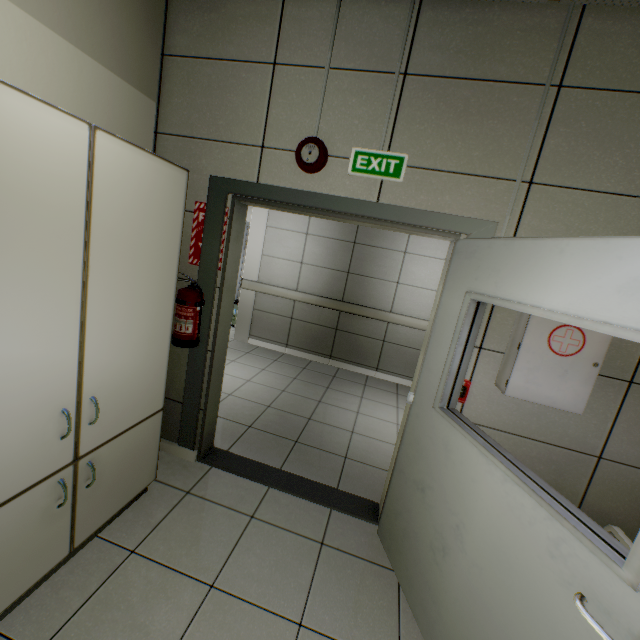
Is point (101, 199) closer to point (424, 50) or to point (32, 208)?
point (32, 208)

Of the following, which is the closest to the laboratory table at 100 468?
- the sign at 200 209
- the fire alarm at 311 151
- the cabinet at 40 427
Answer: the cabinet at 40 427

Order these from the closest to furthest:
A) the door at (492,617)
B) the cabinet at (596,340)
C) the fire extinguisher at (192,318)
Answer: the door at (492,617) < the cabinet at (596,340) < the fire extinguisher at (192,318)

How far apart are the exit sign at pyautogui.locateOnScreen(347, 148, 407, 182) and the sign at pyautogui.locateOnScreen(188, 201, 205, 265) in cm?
106

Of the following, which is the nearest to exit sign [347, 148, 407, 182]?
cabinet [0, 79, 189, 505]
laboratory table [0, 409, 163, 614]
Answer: cabinet [0, 79, 189, 505]

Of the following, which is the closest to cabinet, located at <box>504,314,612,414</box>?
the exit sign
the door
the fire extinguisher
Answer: the door

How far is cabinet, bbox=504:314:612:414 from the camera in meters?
1.7

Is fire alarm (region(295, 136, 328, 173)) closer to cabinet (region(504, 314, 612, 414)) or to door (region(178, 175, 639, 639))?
door (region(178, 175, 639, 639))
